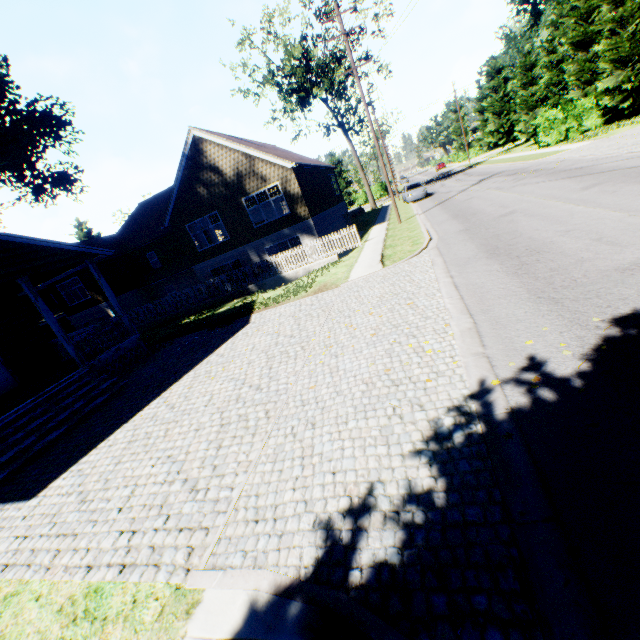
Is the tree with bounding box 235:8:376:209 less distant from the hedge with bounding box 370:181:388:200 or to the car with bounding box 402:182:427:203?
the hedge with bounding box 370:181:388:200

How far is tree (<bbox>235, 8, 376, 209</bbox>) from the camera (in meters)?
31.06

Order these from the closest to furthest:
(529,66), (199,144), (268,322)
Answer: (268,322) → (199,144) → (529,66)

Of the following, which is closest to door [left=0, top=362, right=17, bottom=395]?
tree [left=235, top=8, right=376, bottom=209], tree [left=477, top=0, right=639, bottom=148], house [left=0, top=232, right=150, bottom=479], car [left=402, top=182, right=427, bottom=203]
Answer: house [left=0, top=232, right=150, bottom=479]

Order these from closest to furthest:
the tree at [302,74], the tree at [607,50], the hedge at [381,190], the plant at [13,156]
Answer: the tree at [607,50] < the plant at [13,156] < the tree at [302,74] < the hedge at [381,190]

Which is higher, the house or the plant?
the plant

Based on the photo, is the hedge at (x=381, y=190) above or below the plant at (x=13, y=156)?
below

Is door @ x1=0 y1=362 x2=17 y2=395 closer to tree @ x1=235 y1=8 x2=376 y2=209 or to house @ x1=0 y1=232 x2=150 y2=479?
house @ x1=0 y1=232 x2=150 y2=479
